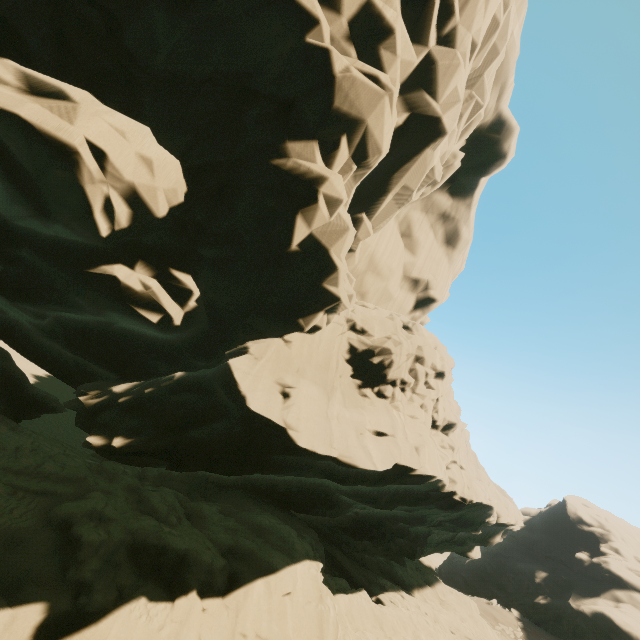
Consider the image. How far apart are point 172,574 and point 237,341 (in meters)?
8.62
